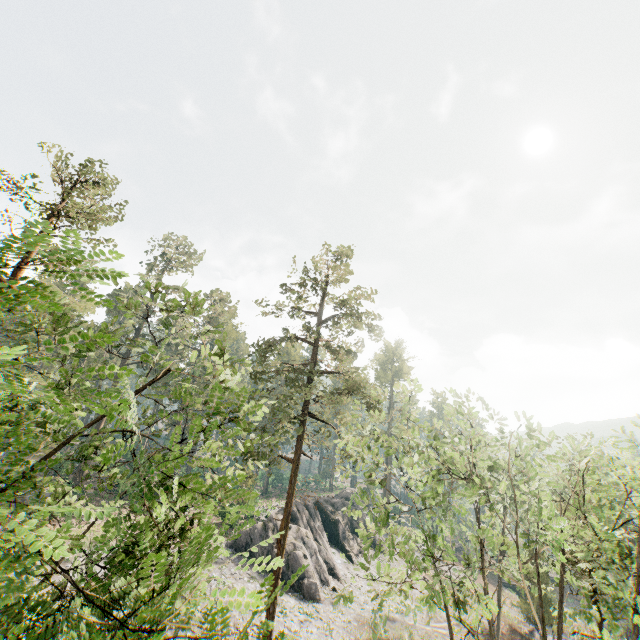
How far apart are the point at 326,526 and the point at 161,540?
40.68m

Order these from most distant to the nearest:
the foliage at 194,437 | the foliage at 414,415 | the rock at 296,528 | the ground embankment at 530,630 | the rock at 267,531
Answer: the ground embankment at 530,630 < the rock at 267,531 < the rock at 296,528 < the foliage at 414,415 < the foliage at 194,437

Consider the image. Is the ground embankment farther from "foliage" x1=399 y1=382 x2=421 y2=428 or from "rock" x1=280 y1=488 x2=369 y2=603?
"rock" x1=280 y1=488 x2=369 y2=603

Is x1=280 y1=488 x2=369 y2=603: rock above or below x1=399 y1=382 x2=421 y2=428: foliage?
below

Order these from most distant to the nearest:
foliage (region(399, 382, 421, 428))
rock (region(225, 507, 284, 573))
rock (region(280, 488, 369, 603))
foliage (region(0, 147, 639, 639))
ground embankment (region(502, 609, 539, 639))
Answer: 1. ground embankment (region(502, 609, 539, 639))
2. rock (region(225, 507, 284, 573))
3. rock (region(280, 488, 369, 603))
4. foliage (region(399, 382, 421, 428))
5. foliage (region(0, 147, 639, 639))

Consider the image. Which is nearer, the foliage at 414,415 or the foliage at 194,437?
the foliage at 194,437
